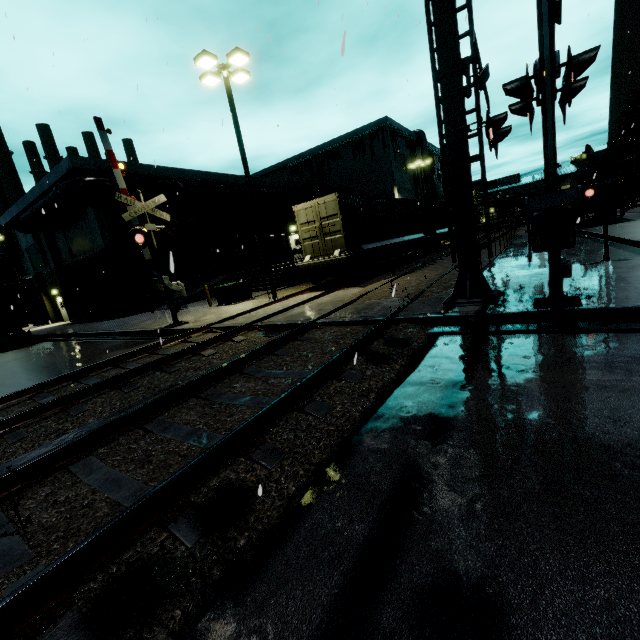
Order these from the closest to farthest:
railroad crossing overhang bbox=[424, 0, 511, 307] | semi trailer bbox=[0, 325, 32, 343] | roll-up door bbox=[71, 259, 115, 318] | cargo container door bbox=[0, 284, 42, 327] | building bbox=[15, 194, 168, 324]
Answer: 1. railroad crossing overhang bbox=[424, 0, 511, 307]
2. cargo container door bbox=[0, 284, 42, 327]
3. semi trailer bbox=[0, 325, 32, 343]
4. building bbox=[15, 194, 168, 324]
5. roll-up door bbox=[71, 259, 115, 318]

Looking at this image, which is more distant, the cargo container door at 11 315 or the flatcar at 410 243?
the cargo container door at 11 315

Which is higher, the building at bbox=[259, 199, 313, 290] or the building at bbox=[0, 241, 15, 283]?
the building at bbox=[0, 241, 15, 283]

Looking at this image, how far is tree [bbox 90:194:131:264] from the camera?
21.8 meters

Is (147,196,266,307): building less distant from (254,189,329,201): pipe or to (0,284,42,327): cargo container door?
(254,189,329,201): pipe

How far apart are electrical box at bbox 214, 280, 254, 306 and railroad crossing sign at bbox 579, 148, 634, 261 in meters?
14.0 m

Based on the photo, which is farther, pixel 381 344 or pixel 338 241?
pixel 338 241

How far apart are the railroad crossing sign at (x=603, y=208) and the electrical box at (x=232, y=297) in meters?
14.0
